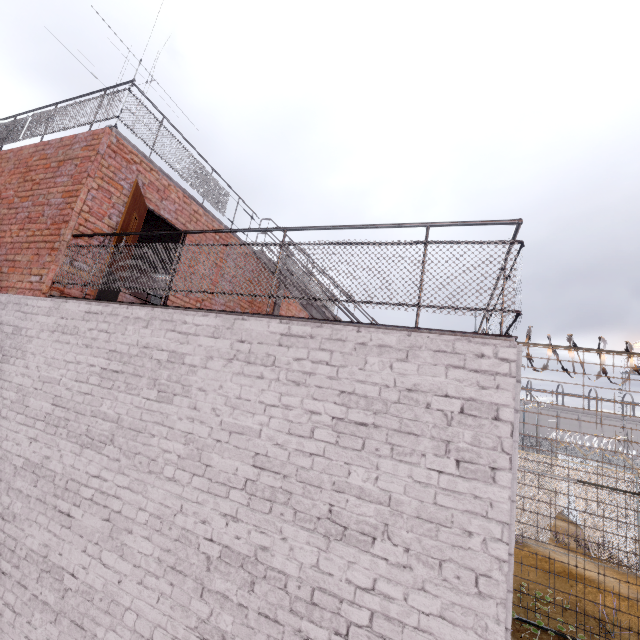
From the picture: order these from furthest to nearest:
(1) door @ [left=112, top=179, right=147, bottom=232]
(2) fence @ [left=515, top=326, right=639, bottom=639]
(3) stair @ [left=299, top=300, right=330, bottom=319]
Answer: (3) stair @ [left=299, top=300, right=330, bottom=319] < (2) fence @ [left=515, top=326, right=639, bottom=639] < (1) door @ [left=112, top=179, right=147, bottom=232]

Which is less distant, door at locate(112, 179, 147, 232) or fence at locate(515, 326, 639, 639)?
door at locate(112, 179, 147, 232)

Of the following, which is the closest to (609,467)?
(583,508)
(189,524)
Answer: (583,508)

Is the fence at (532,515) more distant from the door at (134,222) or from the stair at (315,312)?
the door at (134,222)

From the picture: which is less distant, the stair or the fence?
the fence

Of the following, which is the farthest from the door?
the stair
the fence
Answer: the fence

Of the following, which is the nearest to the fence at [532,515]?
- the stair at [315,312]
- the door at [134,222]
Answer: the stair at [315,312]

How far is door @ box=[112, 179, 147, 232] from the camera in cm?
508
